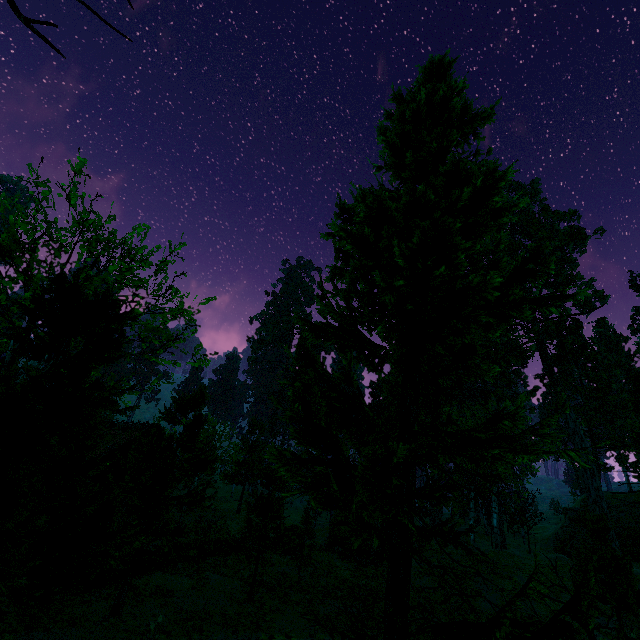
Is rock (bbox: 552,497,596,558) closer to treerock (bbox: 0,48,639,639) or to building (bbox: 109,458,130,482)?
treerock (bbox: 0,48,639,639)

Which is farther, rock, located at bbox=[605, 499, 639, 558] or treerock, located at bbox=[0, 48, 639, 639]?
rock, located at bbox=[605, 499, 639, 558]

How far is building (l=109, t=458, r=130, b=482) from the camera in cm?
2824

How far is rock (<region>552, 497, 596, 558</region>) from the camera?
38.78m

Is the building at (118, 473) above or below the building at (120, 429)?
below

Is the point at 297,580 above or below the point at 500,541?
below

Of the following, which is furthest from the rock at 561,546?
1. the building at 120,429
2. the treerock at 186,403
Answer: the building at 120,429
